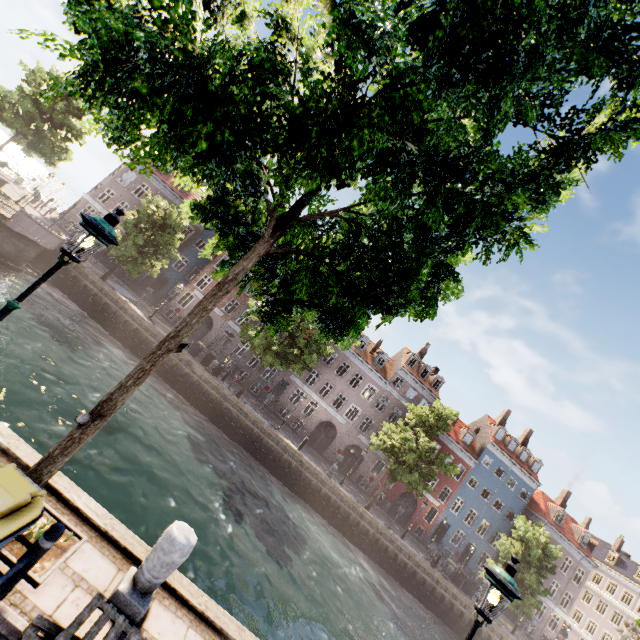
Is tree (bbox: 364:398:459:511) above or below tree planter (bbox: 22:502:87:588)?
above

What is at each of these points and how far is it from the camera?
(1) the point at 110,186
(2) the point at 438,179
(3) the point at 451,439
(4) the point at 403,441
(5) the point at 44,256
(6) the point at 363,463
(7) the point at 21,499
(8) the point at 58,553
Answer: (1) building, 35.00m
(2) tree, 3.22m
(3) building, 37.00m
(4) tree, 25.41m
(5) bridge, 22.97m
(6) building, 35.31m
(7) trash bin, 2.98m
(8) tree planter, 4.26m

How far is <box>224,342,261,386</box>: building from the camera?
34.50m

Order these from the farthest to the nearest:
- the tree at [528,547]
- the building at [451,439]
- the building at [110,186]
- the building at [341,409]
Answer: the building at [451,439] → the building at [341,409] → the building at [110,186] → the tree at [528,547]

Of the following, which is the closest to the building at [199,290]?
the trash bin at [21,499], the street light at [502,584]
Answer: the street light at [502,584]

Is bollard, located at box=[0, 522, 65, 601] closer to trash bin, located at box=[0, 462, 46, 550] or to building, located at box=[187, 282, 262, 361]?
trash bin, located at box=[0, 462, 46, 550]

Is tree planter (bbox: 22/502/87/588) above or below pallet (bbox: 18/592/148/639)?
below

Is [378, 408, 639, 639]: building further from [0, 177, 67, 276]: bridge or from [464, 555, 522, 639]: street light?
[464, 555, 522, 639]: street light
